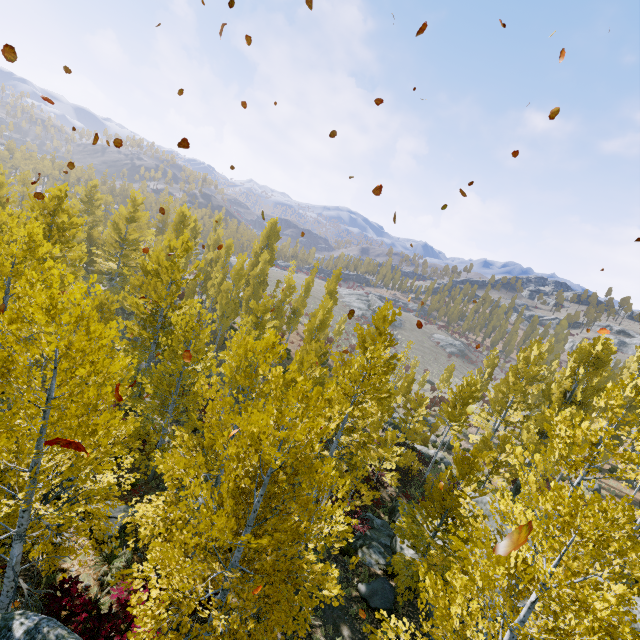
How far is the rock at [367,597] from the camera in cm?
1223

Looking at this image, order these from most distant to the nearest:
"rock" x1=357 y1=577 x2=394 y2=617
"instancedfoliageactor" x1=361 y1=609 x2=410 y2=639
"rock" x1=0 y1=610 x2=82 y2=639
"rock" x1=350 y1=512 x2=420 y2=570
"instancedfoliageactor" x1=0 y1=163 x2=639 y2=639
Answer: "rock" x1=350 y1=512 x2=420 y2=570 → "rock" x1=357 y1=577 x2=394 y2=617 → "instancedfoliageactor" x1=361 y1=609 x2=410 y2=639 → "instancedfoliageactor" x1=0 y1=163 x2=639 y2=639 → "rock" x1=0 y1=610 x2=82 y2=639

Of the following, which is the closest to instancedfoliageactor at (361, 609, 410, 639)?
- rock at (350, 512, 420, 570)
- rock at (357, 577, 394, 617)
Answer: rock at (350, 512, 420, 570)

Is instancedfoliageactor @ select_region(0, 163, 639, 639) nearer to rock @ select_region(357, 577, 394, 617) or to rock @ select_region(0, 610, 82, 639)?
rock @ select_region(0, 610, 82, 639)

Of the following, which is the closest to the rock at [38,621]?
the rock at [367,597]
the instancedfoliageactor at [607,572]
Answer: the instancedfoliageactor at [607,572]

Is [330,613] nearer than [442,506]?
Yes

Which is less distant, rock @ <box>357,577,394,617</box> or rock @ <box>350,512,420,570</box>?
rock @ <box>357,577,394,617</box>
